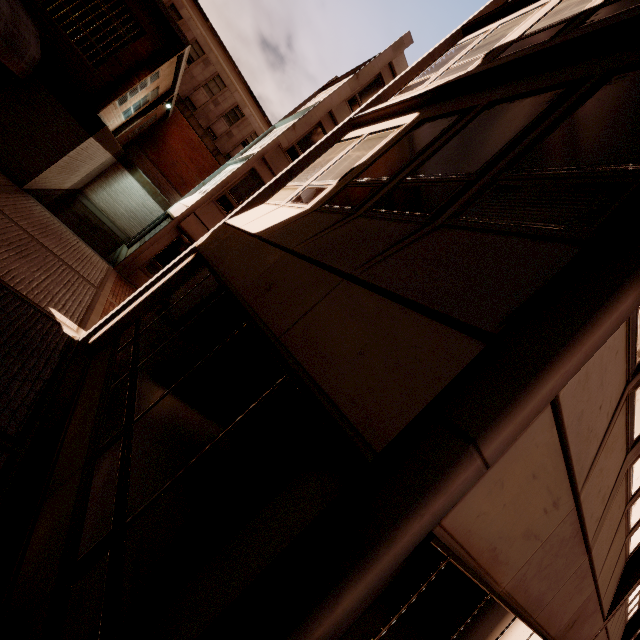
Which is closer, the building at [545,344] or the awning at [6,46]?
the building at [545,344]

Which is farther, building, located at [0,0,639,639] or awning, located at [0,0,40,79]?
awning, located at [0,0,40,79]

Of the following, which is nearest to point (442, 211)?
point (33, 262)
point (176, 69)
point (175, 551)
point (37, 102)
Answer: point (175, 551)
